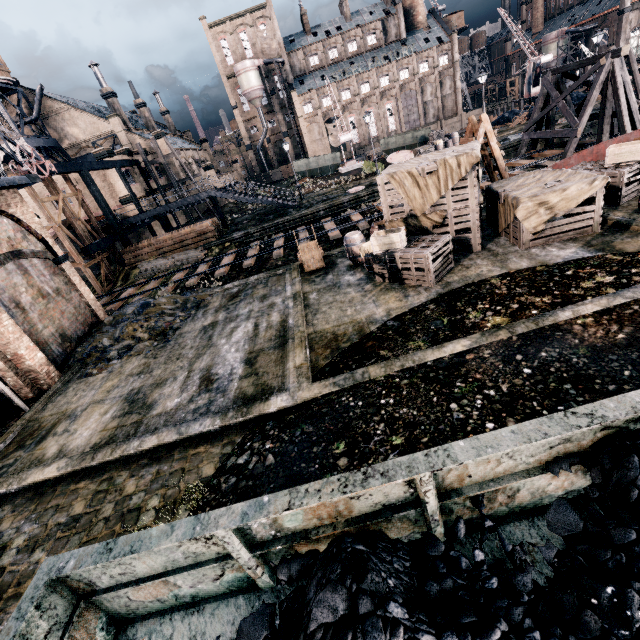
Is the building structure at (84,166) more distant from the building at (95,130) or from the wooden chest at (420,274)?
the wooden chest at (420,274)

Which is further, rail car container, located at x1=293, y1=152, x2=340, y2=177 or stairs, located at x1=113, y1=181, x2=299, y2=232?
rail car container, located at x1=293, y1=152, x2=340, y2=177

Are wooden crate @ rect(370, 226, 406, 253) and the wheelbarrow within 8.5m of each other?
yes

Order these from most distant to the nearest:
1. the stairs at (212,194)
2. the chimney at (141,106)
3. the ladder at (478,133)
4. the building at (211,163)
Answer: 1. the chimney at (141,106)
2. the building at (211,163)
3. the stairs at (212,194)
4. the ladder at (478,133)

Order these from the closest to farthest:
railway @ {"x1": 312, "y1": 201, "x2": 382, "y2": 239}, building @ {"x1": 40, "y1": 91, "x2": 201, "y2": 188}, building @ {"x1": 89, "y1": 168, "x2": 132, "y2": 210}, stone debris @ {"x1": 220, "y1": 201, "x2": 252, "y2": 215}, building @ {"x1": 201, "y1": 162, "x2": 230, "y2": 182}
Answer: railway @ {"x1": 312, "y1": 201, "x2": 382, "y2": 239} < building @ {"x1": 89, "y1": 168, "x2": 132, "y2": 210} < building @ {"x1": 40, "y1": 91, "x2": 201, "y2": 188} < stone debris @ {"x1": 220, "y1": 201, "x2": 252, "y2": 215} < building @ {"x1": 201, "y1": 162, "x2": 230, "y2": 182}

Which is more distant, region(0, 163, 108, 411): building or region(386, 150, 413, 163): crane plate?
region(386, 150, 413, 163): crane plate

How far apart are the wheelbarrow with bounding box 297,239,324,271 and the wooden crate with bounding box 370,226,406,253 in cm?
371

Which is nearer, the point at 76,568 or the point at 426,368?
the point at 76,568
